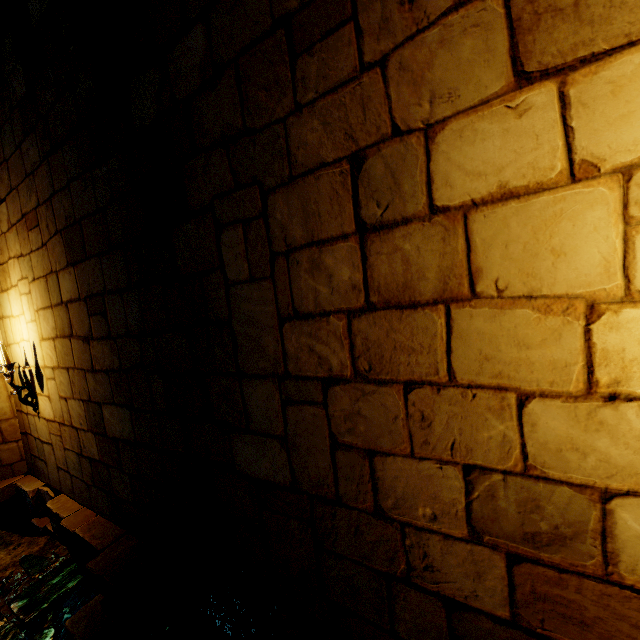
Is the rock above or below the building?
below

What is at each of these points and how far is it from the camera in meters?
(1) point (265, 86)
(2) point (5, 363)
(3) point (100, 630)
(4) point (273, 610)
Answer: (1) building, 1.6
(2) candelabra, 3.8
(3) brick, 2.6
(4) rock, 2.1

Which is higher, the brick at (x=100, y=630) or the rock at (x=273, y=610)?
the rock at (x=273, y=610)

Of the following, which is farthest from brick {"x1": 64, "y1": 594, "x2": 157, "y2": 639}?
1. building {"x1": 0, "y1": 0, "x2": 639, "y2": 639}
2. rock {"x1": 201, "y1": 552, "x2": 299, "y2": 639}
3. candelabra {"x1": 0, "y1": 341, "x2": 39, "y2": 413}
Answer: candelabra {"x1": 0, "y1": 341, "x2": 39, "y2": 413}

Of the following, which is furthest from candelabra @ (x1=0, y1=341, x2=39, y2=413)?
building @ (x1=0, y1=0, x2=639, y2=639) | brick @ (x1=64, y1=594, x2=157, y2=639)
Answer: brick @ (x1=64, y1=594, x2=157, y2=639)

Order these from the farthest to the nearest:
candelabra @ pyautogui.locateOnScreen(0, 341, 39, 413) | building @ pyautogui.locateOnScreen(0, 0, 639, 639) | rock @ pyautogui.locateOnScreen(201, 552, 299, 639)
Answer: candelabra @ pyautogui.locateOnScreen(0, 341, 39, 413) → rock @ pyautogui.locateOnScreen(201, 552, 299, 639) → building @ pyautogui.locateOnScreen(0, 0, 639, 639)

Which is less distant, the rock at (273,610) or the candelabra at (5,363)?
the rock at (273,610)

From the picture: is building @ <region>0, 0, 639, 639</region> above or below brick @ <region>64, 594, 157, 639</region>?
above
